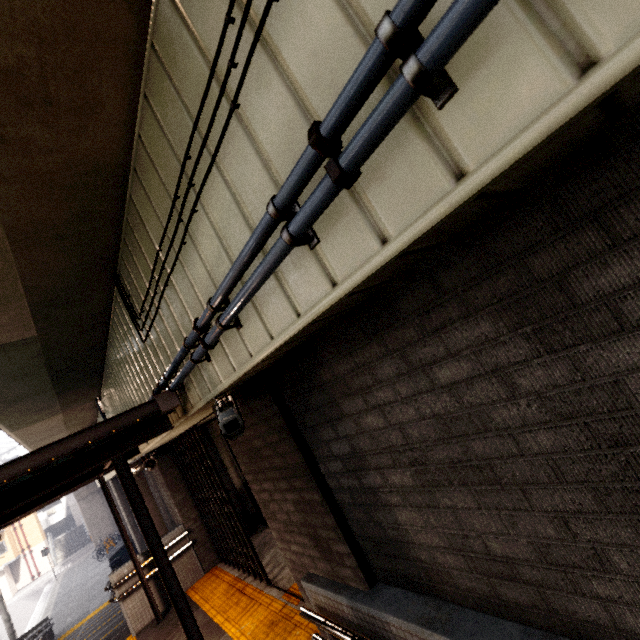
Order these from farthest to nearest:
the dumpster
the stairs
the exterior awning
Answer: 1. the stairs
2. the dumpster
3. the exterior awning

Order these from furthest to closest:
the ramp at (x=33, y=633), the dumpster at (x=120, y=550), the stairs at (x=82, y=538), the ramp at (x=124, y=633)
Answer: the stairs at (x=82, y=538) < the dumpster at (x=120, y=550) < the ramp at (x=33, y=633) < the ramp at (x=124, y=633)

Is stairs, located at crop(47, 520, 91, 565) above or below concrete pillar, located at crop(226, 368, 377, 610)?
below

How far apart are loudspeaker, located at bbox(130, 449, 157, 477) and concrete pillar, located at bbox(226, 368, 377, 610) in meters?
4.7 m

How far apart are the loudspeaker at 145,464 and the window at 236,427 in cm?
555

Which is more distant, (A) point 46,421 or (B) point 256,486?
(A) point 46,421

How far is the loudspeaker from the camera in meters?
7.0

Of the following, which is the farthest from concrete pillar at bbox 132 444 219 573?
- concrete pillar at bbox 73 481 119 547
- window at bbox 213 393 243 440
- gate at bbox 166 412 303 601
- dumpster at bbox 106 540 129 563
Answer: concrete pillar at bbox 73 481 119 547
